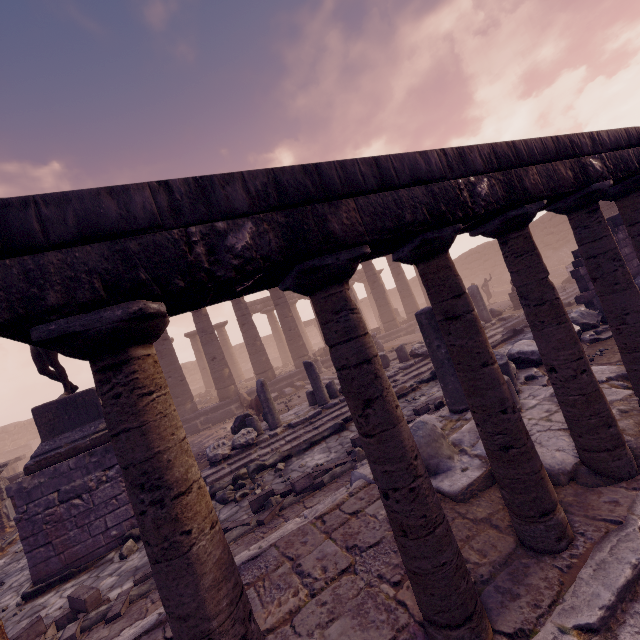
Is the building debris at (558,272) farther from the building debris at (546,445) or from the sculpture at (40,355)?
the sculpture at (40,355)

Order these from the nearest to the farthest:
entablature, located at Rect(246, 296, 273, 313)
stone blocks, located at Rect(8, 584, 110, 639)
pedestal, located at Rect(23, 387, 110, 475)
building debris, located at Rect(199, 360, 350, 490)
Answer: stone blocks, located at Rect(8, 584, 110, 639) < pedestal, located at Rect(23, 387, 110, 475) < building debris, located at Rect(199, 360, 350, 490) < entablature, located at Rect(246, 296, 273, 313)

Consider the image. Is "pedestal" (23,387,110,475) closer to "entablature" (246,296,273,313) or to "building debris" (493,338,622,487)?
"building debris" (493,338,622,487)

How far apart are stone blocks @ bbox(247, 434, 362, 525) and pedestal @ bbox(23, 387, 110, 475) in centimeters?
293cm

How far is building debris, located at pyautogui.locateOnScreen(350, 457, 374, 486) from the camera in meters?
4.4

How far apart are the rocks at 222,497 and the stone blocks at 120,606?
1.9 meters

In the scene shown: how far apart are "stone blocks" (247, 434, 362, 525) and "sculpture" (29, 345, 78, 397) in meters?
4.6 m

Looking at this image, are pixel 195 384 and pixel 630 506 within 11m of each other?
no
